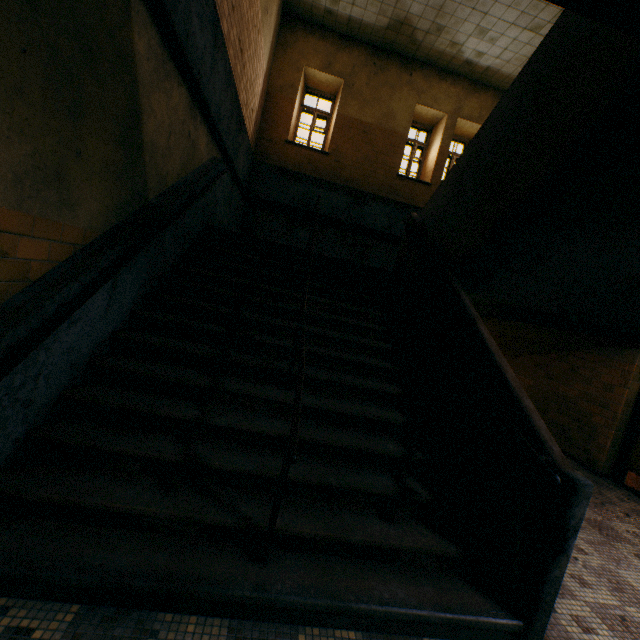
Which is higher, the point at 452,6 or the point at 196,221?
Result: the point at 452,6

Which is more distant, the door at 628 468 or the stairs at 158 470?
the door at 628 468

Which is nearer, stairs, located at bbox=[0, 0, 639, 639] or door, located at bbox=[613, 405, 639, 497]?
stairs, located at bbox=[0, 0, 639, 639]
